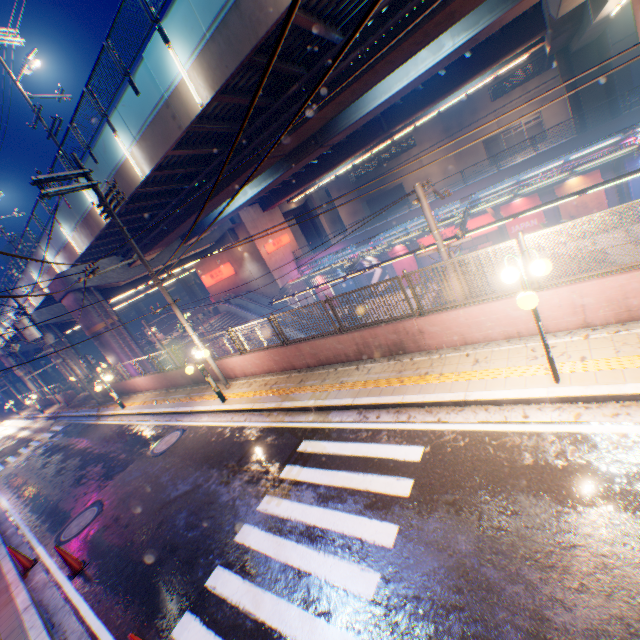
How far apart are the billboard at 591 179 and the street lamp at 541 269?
24.26m

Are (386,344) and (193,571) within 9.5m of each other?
yes

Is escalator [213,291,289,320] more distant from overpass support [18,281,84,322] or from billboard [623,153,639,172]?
billboard [623,153,639,172]

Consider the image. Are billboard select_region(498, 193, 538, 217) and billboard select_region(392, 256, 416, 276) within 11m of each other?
yes

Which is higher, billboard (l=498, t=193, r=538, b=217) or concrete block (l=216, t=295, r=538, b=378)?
concrete block (l=216, t=295, r=538, b=378)

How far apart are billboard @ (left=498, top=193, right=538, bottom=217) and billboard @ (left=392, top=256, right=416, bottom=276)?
7.6m

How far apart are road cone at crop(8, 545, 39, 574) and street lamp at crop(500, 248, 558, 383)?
13.4 meters

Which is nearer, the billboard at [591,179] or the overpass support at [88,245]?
the overpass support at [88,245]
